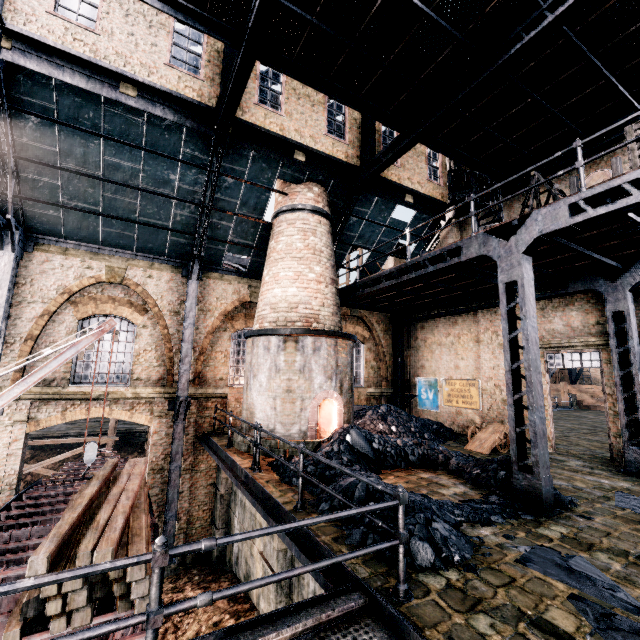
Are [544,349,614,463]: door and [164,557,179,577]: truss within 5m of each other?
no

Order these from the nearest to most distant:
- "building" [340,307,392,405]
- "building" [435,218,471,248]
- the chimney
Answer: the chimney, "building" [435,218,471,248], "building" [340,307,392,405]

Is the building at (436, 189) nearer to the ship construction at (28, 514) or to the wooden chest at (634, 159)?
the ship construction at (28, 514)

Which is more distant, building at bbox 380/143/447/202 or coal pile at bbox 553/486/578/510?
building at bbox 380/143/447/202

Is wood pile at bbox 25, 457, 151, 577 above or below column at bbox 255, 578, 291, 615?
above

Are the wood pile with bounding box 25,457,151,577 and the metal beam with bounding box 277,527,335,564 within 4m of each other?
yes

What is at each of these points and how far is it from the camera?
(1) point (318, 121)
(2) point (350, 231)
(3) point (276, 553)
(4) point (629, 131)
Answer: (1) building, 13.3m
(2) building, 16.1m
(3) column, 8.1m
(4) wooden chest, 6.3m

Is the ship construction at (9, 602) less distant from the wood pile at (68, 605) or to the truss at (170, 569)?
the wood pile at (68, 605)
